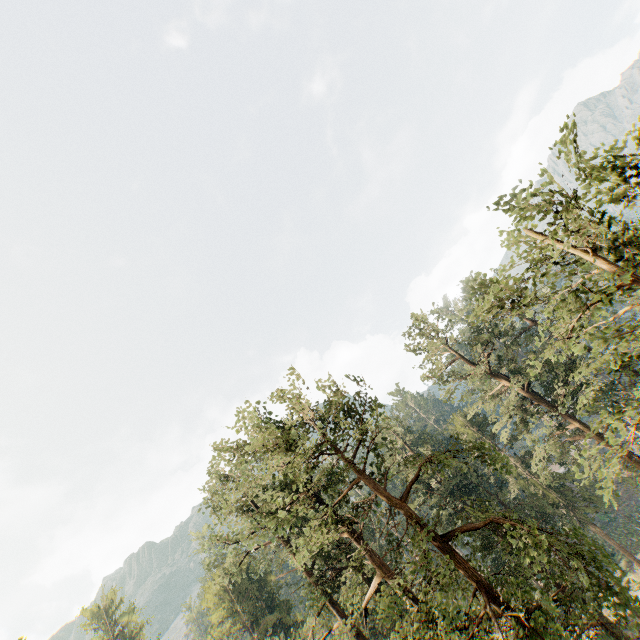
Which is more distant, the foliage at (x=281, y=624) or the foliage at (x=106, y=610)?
the foliage at (x=106, y=610)

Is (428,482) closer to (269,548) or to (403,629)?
(269,548)

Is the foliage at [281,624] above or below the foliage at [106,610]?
below

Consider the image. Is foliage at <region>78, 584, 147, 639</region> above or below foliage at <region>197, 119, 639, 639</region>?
above

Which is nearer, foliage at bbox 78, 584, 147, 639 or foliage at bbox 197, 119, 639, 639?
foliage at bbox 197, 119, 639, 639
